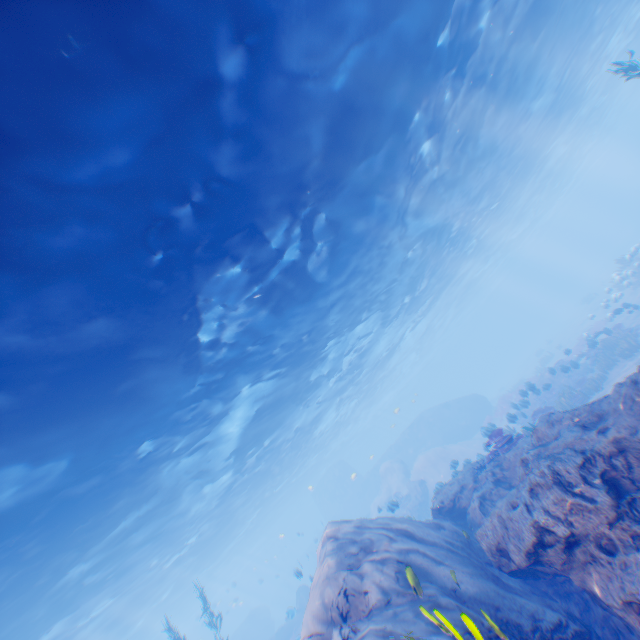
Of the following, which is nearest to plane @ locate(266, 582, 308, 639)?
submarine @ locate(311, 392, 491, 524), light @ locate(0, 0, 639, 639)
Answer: submarine @ locate(311, 392, 491, 524)

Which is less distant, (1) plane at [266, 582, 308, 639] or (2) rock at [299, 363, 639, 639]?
(2) rock at [299, 363, 639, 639]

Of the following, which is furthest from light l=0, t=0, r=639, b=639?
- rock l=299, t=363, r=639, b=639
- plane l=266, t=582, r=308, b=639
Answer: plane l=266, t=582, r=308, b=639

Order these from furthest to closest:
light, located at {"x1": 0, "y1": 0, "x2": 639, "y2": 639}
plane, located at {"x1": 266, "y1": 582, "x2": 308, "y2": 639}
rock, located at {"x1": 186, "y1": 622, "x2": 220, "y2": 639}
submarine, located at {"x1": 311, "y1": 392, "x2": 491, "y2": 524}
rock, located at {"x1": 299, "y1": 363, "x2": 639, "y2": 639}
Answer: rock, located at {"x1": 186, "y1": 622, "x2": 220, "y2": 639}, submarine, located at {"x1": 311, "y1": 392, "x2": 491, "y2": 524}, plane, located at {"x1": 266, "y1": 582, "x2": 308, "y2": 639}, light, located at {"x1": 0, "y1": 0, "x2": 639, "y2": 639}, rock, located at {"x1": 299, "y1": 363, "x2": 639, "y2": 639}

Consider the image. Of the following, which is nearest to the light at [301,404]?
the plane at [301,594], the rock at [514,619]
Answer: the rock at [514,619]

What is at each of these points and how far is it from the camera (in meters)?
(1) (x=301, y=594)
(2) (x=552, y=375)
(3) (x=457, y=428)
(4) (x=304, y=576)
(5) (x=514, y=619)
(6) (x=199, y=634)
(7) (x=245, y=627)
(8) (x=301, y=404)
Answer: (1) plane, 28.59
(2) rock, 23.36
(3) submarine, 36.22
(4) submarine, 48.25
(5) rock, 5.77
(6) rock, 46.12
(7) rock, 37.56
(8) light, 24.52

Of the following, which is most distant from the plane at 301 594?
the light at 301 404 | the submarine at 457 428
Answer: the light at 301 404

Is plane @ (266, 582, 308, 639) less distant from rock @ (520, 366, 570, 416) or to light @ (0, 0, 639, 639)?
rock @ (520, 366, 570, 416)
